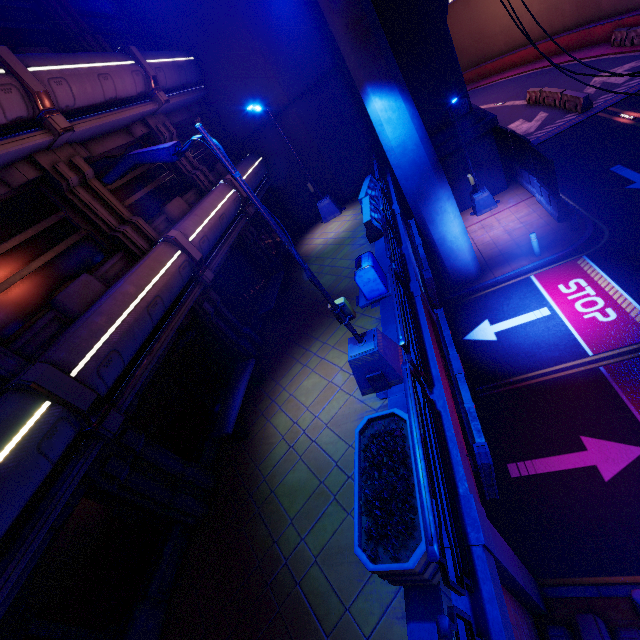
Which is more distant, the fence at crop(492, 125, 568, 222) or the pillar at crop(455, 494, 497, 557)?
the fence at crop(492, 125, 568, 222)

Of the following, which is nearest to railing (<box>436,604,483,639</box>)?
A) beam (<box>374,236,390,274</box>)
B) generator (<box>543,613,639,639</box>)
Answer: generator (<box>543,613,639,639</box>)

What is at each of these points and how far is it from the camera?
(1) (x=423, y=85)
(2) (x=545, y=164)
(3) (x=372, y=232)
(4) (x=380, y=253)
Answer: (1) wall arch, 15.3 meters
(2) fence, 13.0 meters
(3) fence, 12.1 meters
(4) beam, 11.3 meters

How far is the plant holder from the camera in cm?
396

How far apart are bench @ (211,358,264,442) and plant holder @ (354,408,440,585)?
3.67m

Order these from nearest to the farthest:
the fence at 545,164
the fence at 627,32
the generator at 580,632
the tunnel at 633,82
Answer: the generator at 580,632 < the fence at 545,164 < the tunnel at 633,82 < the fence at 627,32

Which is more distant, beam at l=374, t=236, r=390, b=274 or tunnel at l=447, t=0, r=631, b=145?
tunnel at l=447, t=0, r=631, b=145

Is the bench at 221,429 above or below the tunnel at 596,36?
above
